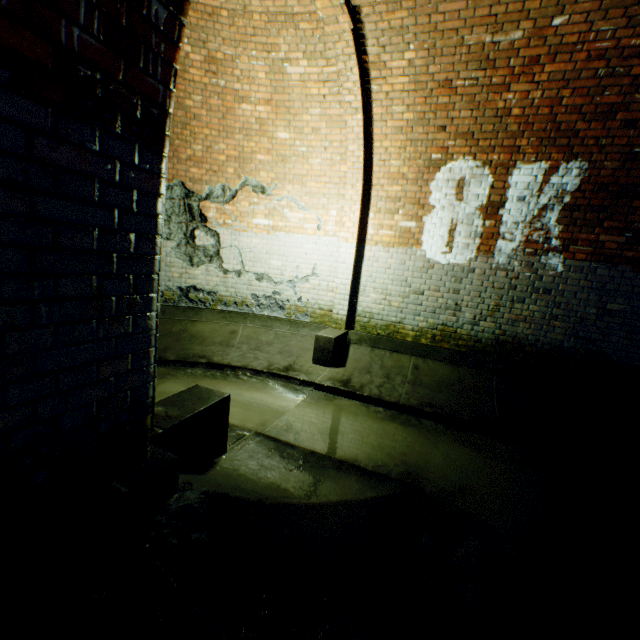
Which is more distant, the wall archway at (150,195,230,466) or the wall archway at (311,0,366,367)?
the wall archway at (311,0,366,367)

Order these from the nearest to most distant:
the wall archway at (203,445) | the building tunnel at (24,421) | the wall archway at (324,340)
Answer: the building tunnel at (24,421) < the wall archway at (203,445) < the wall archway at (324,340)

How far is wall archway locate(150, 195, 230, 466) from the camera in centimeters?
197cm

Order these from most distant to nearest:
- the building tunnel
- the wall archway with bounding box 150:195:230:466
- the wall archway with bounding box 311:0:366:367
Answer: the wall archway with bounding box 311:0:366:367, the wall archway with bounding box 150:195:230:466, the building tunnel

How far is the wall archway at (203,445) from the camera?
1.97m

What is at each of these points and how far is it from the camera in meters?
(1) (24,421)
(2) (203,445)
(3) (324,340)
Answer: (1) building tunnel, 1.2 m
(2) wall archway, 2.5 m
(3) wall archway, 5.3 m

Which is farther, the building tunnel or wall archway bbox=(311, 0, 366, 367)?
wall archway bbox=(311, 0, 366, 367)
